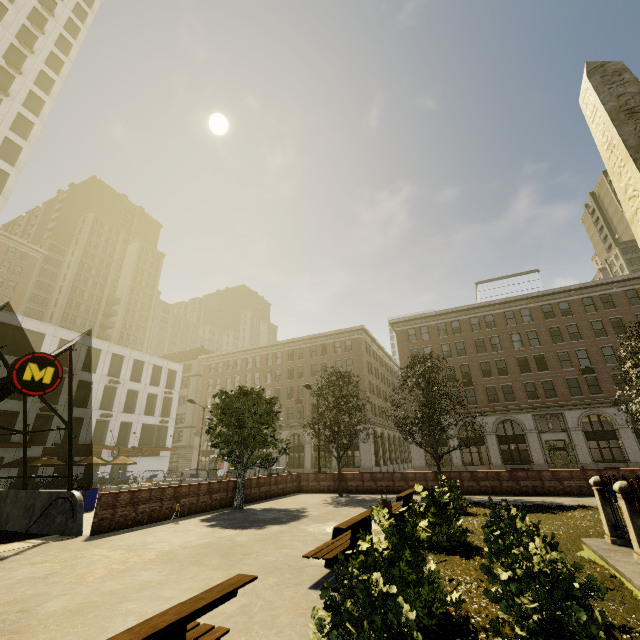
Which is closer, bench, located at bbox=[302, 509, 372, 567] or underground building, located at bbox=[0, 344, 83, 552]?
bench, located at bbox=[302, 509, 372, 567]

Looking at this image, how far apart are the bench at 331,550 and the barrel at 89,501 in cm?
1514

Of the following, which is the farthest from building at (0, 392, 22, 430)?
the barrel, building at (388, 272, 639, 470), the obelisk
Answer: the obelisk

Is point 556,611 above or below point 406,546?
below

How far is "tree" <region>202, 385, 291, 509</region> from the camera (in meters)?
15.61

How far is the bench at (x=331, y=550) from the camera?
6.00m

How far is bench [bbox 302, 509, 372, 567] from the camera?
6.0 meters

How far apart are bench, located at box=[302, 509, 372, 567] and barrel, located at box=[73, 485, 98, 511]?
15.1m
